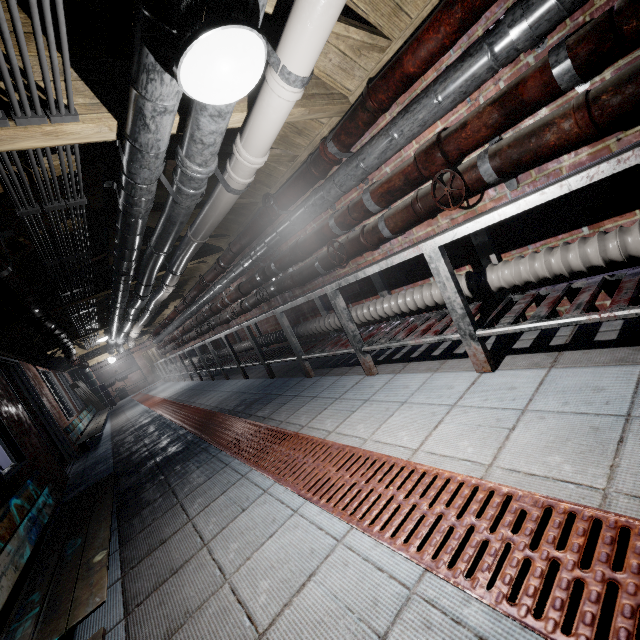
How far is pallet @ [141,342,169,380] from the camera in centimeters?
1466cm

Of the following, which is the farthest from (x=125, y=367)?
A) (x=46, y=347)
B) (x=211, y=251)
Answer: (x=211, y=251)

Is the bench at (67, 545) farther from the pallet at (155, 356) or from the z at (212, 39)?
the pallet at (155, 356)

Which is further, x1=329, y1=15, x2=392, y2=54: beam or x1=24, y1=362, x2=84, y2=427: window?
x1=24, y1=362, x2=84, y2=427: window

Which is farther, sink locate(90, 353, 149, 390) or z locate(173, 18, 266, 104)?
sink locate(90, 353, 149, 390)

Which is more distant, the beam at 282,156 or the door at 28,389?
the door at 28,389

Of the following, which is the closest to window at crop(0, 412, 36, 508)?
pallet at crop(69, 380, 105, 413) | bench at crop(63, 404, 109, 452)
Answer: bench at crop(63, 404, 109, 452)

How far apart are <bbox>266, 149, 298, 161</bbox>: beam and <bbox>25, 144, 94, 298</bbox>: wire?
0.2 meters
